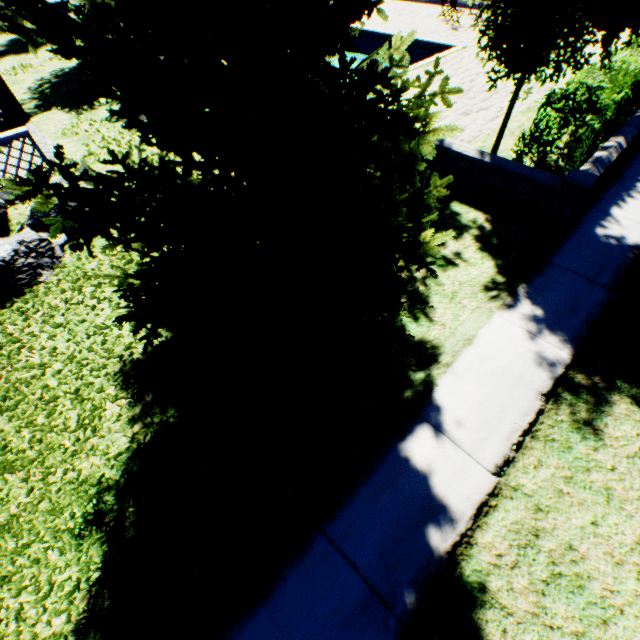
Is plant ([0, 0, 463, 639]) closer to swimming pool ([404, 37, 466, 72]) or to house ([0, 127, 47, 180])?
house ([0, 127, 47, 180])

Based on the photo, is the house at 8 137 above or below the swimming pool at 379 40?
above

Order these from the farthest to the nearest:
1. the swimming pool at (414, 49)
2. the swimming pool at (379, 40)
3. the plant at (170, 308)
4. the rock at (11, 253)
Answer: the swimming pool at (379, 40) → the swimming pool at (414, 49) → the rock at (11, 253) → the plant at (170, 308)

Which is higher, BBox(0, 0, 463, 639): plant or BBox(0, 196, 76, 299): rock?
BBox(0, 0, 463, 639): plant

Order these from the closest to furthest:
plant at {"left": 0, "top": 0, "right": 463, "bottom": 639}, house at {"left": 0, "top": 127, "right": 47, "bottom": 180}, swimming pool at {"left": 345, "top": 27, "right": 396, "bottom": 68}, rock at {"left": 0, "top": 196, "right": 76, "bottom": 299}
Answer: plant at {"left": 0, "top": 0, "right": 463, "bottom": 639}, rock at {"left": 0, "top": 196, "right": 76, "bottom": 299}, house at {"left": 0, "top": 127, "right": 47, "bottom": 180}, swimming pool at {"left": 345, "top": 27, "right": 396, "bottom": 68}

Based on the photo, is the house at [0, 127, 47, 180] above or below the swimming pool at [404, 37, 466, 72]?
above

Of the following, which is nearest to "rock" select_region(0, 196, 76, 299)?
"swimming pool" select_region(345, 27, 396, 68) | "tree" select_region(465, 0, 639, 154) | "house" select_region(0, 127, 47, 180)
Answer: "house" select_region(0, 127, 47, 180)

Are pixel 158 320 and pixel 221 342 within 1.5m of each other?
yes
